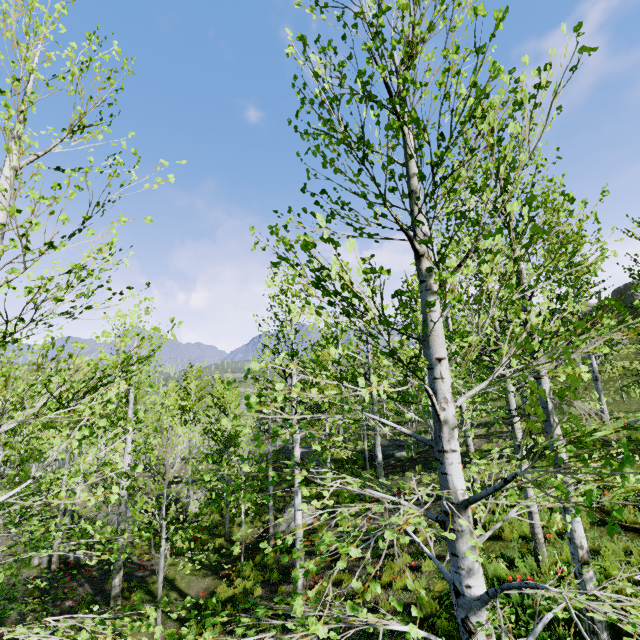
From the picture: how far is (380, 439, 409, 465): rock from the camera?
20.89m

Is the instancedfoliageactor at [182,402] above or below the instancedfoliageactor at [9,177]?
below

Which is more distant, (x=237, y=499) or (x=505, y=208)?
(x=237, y=499)

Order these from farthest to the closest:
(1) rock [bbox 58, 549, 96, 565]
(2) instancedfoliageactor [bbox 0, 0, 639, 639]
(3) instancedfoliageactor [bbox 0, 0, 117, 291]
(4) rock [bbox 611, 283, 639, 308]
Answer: (4) rock [bbox 611, 283, 639, 308]
(1) rock [bbox 58, 549, 96, 565]
(3) instancedfoliageactor [bbox 0, 0, 117, 291]
(2) instancedfoliageactor [bbox 0, 0, 639, 639]

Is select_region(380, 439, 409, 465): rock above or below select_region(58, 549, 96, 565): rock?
above

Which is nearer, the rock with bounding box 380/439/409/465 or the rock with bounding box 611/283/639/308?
the rock with bounding box 380/439/409/465

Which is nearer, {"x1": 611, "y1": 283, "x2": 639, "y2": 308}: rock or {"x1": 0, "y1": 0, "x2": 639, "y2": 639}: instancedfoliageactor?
{"x1": 0, "y1": 0, "x2": 639, "y2": 639}: instancedfoliageactor

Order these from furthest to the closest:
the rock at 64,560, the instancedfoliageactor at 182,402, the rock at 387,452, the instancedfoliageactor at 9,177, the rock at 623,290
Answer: the rock at 623,290
the rock at 387,452
the rock at 64,560
the instancedfoliageactor at 9,177
the instancedfoliageactor at 182,402
